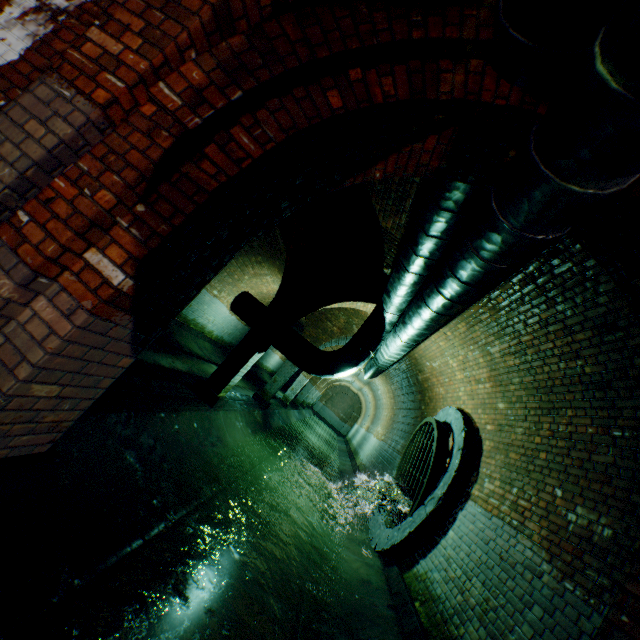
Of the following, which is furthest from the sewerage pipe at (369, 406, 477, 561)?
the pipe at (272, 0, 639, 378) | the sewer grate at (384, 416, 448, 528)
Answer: the pipe at (272, 0, 639, 378)

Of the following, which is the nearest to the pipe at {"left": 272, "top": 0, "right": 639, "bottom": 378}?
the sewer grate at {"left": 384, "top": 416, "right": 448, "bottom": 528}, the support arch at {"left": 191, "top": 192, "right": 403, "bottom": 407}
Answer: the support arch at {"left": 191, "top": 192, "right": 403, "bottom": 407}

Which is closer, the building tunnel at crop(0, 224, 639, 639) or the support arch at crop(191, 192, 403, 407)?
the building tunnel at crop(0, 224, 639, 639)

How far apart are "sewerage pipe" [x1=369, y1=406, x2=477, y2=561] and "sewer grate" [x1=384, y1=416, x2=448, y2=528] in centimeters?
1cm

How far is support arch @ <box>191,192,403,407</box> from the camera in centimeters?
584cm

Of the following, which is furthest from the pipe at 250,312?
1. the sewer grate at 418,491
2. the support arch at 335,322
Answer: the sewer grate at 418,491

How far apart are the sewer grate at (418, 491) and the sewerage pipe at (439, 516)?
0.01m

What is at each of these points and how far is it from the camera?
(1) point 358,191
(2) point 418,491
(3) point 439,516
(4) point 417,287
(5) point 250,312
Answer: (1) building tunnel, 5.0 meters
(2) sewer grate, 6.3 meters
(3) sewerage pipe, 5.3 meters
(4) pipe, 5.1 meters
(5) pipe, 7.4 meters
